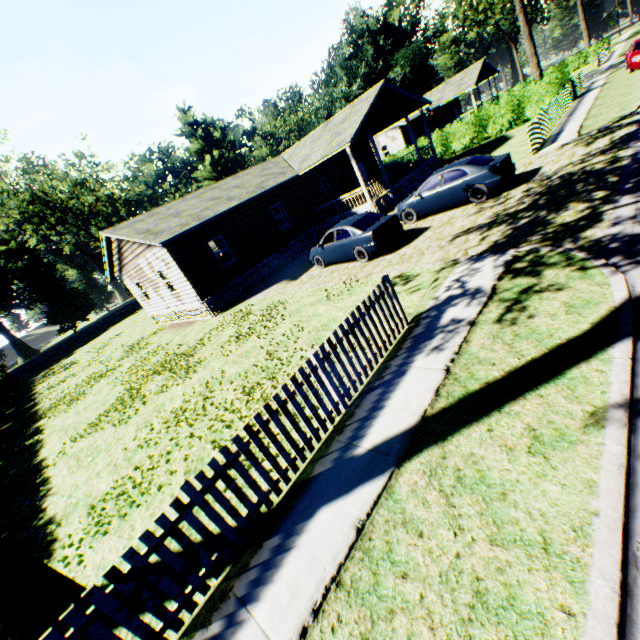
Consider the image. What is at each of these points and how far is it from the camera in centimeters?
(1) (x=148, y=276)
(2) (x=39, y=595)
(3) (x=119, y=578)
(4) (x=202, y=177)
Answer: (1) house, 1959cm
(2) tree, 409cm
(3) fence, 327cm
(4) plant, 5784cm

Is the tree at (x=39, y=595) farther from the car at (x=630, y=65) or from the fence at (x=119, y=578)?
the car at (x=630, y=65)

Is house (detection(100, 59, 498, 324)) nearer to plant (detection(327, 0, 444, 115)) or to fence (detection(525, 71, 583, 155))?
fence (detection(525, 71, 583, 155))

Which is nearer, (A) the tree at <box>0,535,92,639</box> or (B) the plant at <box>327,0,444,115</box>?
(A) the tree at <box>0,535,92,639</box>

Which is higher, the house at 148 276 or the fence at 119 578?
the house at 148 276

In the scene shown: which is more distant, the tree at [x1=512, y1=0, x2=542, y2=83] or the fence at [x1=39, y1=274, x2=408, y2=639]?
the tree at [x1=512, y1=0, x2=542, y2=83]

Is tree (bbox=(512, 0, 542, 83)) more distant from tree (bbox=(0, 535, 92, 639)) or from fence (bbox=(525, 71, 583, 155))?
tree (bbox=(0, 535, 92, 639))

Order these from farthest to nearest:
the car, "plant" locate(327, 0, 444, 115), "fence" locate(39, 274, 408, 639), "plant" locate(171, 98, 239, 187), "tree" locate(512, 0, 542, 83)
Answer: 1. "plant" locate(171, 98, 239, 187)
2. "plant" locate(327, 0, 444, 115)
3. "tree" locate(512, 0, 542, 83)
4. the car
5. "fence" locate(39, 274, 408, 639)
